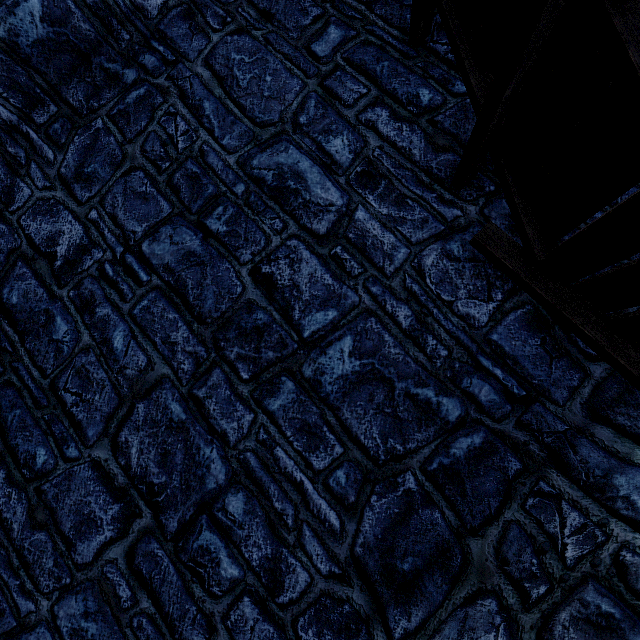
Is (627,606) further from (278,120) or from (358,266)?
(278,120)
